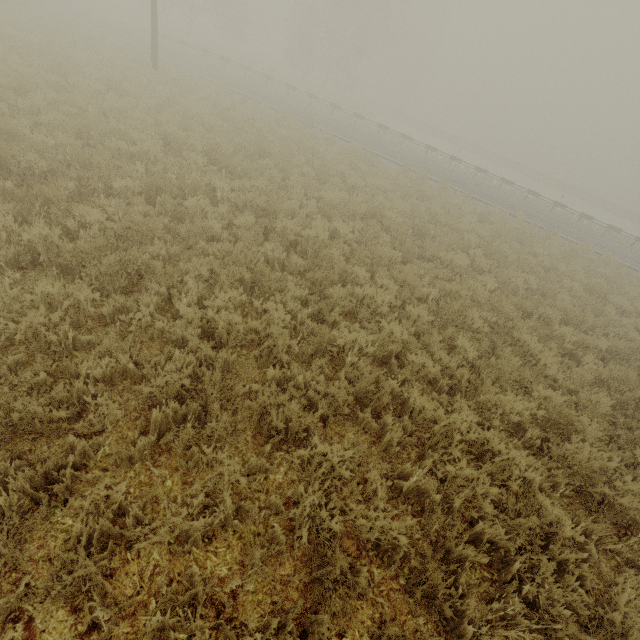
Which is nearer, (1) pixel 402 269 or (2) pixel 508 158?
(1) pixel 402 269
